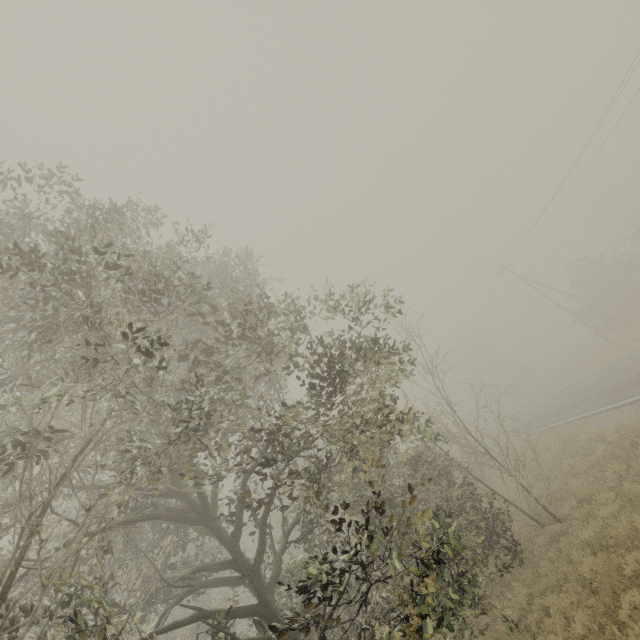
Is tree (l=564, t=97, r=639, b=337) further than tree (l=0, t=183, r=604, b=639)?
Yes

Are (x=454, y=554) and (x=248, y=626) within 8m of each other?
yes

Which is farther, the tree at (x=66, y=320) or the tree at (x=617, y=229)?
the tree at (x=617, y=229)
